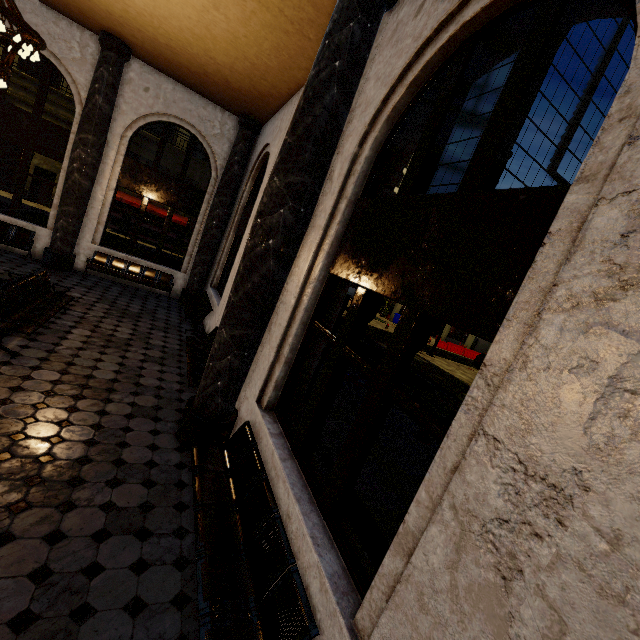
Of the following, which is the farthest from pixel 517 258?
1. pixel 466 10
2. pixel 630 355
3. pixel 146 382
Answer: pixel 146 382

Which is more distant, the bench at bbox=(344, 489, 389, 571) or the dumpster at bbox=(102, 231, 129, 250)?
the dumpster at bbox=(102, 231, 129, 250)

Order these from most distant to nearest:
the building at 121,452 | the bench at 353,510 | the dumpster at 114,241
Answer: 1. the dumpster at 114,241
2. the bench at 353,510
3. the building at 121,452

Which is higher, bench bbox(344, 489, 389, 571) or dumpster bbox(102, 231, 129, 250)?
dumpster bbox(102, 231, 129, 250)

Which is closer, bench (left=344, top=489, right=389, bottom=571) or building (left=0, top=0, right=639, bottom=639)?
building (left=0, top=0, right=639, bottom=639)

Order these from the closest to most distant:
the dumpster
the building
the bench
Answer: the building → the bench → the dumpster

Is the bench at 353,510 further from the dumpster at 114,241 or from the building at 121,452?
the dumpster at 114,241

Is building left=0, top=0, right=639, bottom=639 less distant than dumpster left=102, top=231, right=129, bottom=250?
Yes
